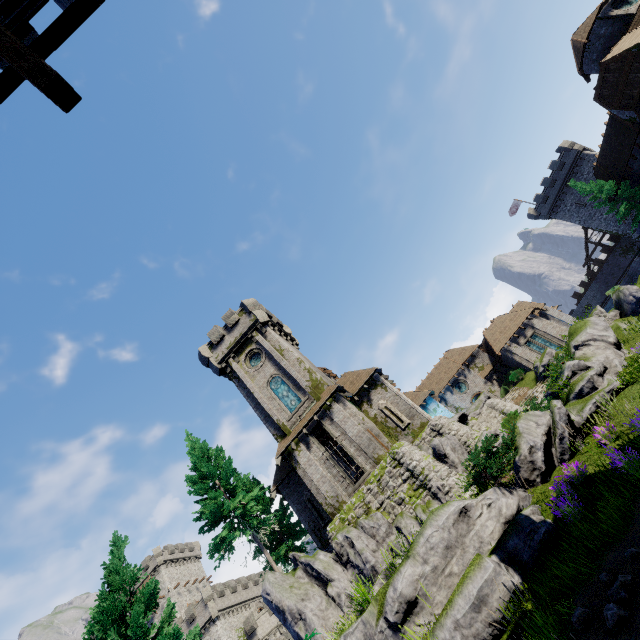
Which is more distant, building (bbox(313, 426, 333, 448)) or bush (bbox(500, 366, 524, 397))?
bush (bbox(500, 366, 524, 397))

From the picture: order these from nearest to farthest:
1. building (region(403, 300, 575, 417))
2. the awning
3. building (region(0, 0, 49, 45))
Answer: the awning, building (region(0, 0, 49, 45)), building (region(403, 300, 575, 417))

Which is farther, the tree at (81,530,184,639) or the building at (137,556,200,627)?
the building at (137,556,200,627)

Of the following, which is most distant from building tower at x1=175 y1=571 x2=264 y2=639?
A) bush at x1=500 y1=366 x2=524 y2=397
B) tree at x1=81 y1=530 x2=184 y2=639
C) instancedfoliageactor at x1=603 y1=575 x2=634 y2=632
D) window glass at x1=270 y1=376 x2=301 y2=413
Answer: instancedfoliageactor at x1=603 y1=575 x2=634 y2=632

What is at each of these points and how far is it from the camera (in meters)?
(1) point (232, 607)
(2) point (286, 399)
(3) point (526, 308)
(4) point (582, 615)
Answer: (1) building tower, 49.03
(2) window glass, 25.80
(3) building, 41.28
(4) instancedfoliageactor, 5.01

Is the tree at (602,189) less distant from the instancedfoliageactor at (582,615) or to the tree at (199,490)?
the instancedfoliageactor at (582,615)

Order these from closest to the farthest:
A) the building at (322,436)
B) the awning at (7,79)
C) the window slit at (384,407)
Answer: the awning at (7,79) < the window slit at (384,407) < the building at (322,436)

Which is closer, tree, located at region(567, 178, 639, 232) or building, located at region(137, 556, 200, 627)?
tree, located at region(567, 178, 639, 232)
